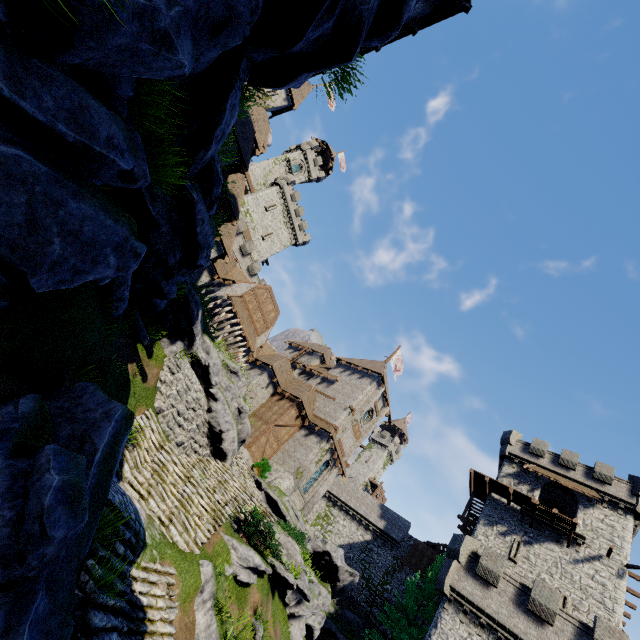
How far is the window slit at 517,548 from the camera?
26.1m

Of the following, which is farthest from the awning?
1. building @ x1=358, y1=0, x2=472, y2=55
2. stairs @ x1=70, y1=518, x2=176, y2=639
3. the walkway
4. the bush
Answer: the walkway

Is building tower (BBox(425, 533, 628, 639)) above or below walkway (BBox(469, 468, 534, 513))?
below

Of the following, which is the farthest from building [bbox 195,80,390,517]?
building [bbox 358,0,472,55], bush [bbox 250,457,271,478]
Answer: building [bbox 358,0,472,55]

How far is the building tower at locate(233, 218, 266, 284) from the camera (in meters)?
42.16

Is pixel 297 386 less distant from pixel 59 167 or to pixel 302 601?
pixel 302 601

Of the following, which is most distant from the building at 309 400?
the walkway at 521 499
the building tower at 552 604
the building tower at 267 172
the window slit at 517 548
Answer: the building tower at 267 172

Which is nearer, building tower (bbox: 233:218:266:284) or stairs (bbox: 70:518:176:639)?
stairs (bbox: 70:518:176:639)
